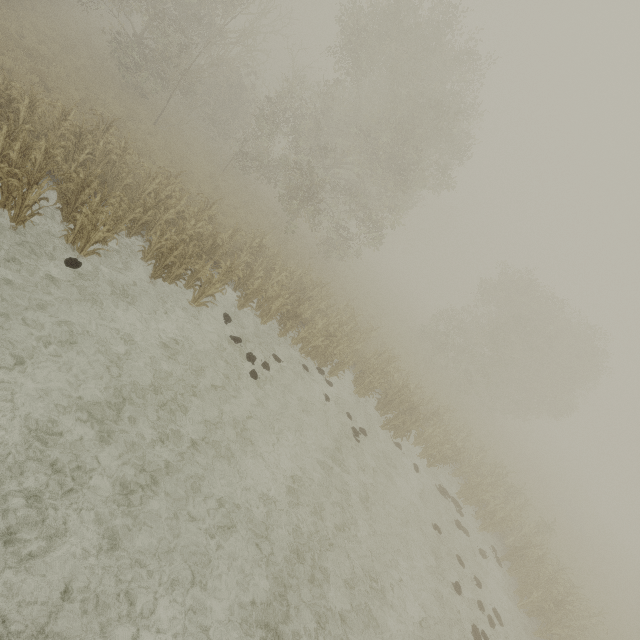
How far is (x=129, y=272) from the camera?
9.8m
